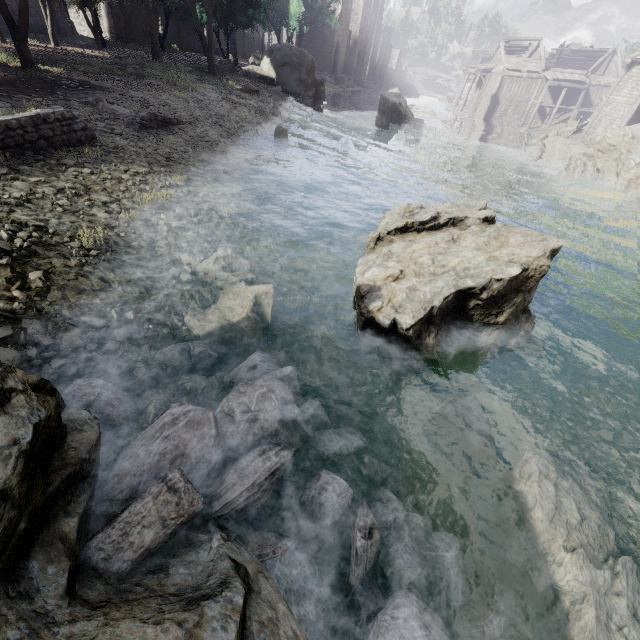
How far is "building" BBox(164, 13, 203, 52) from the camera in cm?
3678

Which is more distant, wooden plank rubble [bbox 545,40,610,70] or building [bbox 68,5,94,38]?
wooden plank rubble [bbox 545,40,610,70]

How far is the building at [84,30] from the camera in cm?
3143

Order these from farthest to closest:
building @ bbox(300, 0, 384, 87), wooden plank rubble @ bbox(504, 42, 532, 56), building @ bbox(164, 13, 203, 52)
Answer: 1. building @ bbox(300, 0, 384, 87)
2. wooden plank rubble @ bbox(504, 42, 532, 56)
3. building @ bbox(164, 13, 203, 52)

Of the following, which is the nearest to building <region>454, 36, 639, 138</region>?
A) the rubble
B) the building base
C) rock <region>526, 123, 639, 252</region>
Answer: the building base

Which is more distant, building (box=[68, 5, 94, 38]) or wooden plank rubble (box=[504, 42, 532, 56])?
wooden plank rubble (box=[504, 42, 532, 56])

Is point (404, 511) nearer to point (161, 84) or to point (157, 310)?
point (157, 310)

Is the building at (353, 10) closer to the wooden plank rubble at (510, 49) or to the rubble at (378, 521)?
the wooden plank rubble at (510, 49)
